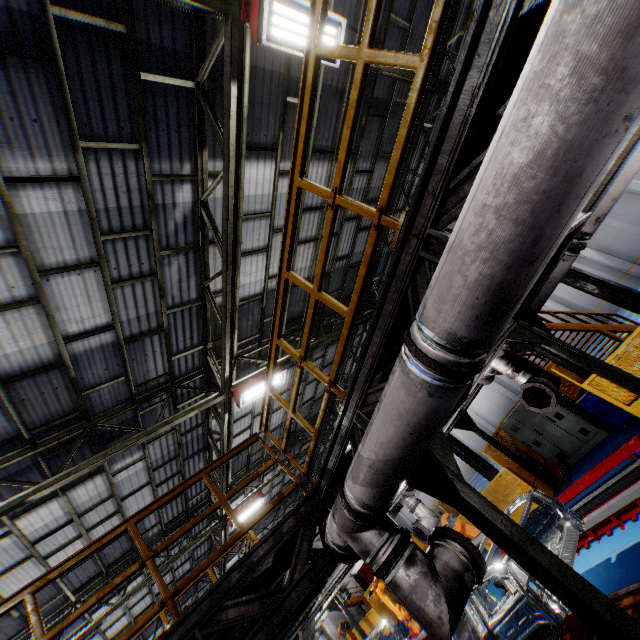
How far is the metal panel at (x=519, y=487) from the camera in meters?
10.5 m

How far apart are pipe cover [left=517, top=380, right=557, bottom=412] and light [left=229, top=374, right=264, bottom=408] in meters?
5.8 m

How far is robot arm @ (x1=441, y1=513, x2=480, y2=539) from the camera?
8.2 meters

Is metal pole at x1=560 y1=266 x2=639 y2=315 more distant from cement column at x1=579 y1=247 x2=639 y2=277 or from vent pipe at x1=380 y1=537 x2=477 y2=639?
cement column at x1=579 y1=247 x2=639 y2=277

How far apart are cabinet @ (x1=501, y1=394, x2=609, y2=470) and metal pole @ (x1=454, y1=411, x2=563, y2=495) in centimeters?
64cm

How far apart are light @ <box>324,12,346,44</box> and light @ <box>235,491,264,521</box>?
14.56m

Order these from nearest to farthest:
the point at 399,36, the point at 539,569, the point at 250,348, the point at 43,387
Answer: the point at 539,569 → the point at 43,387 → the point at 399,36 → the point at 250,348
